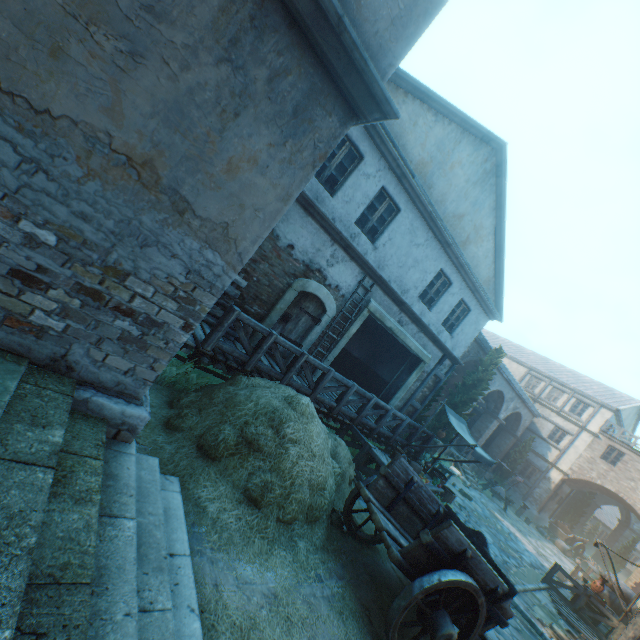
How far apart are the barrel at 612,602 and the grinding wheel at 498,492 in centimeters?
678cm

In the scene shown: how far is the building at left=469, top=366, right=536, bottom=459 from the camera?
22.5 meters

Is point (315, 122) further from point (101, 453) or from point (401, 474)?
point (401, 474)

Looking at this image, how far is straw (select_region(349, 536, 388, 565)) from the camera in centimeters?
577cm

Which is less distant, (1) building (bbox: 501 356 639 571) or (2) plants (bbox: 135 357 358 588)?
(2) plants (bbox: 135 357 358 588)

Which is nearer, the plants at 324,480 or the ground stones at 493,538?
the plants at 324,480

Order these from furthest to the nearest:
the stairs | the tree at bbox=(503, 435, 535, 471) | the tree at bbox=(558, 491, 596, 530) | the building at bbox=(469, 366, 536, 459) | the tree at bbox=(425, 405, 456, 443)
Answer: the tree at bbox=(558, 491, 596, 530) < the tree at bbox=(503, 435, 535, 471) < the building at bbox=(469, 366, 536, 459) < the tree at bbox=(425, 405, 456, 443) < the stairs

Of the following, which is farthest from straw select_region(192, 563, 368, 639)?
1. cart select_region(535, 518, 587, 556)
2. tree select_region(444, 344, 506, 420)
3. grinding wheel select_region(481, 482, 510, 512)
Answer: cart select_region(535, 518, 587, 556)
